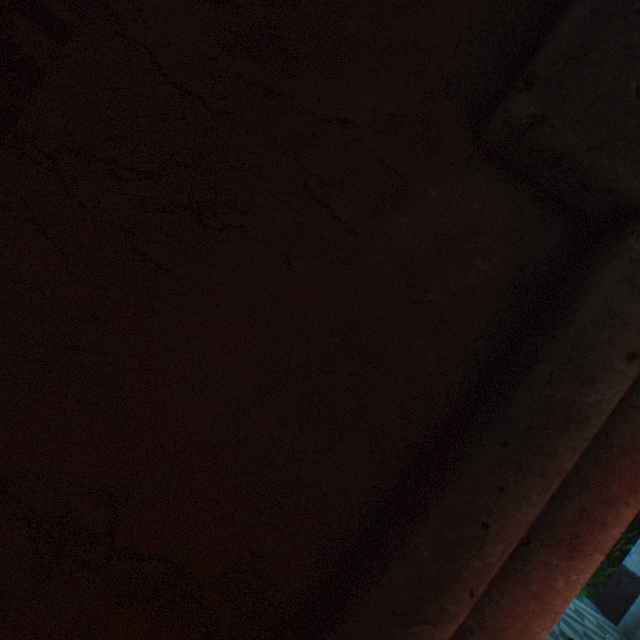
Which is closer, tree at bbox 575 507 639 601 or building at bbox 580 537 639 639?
building at bbox 580 537 639 639

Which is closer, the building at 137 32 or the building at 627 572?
the building at 137 32

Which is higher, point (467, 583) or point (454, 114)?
point (454, 114)

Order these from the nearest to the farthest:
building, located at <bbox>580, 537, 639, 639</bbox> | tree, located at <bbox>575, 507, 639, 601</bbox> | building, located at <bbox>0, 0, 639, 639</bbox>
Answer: building, located at <bbox>0, 0, 639, 639</bbox>
building, located at <bbox>580, 537, 639, 639</bbox>
tree, located at <bbox>575, 507, 639, 601</bbox>

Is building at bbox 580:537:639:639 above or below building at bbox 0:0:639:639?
below

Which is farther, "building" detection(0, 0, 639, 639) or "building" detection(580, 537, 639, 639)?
"building" detection(580, 537, 639, 639)

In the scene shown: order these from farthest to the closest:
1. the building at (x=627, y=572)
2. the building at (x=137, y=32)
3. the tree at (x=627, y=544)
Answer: the tree at (x=627, y=544)
the building at (x=627, y=572)
the building at (x=137, y=32)
